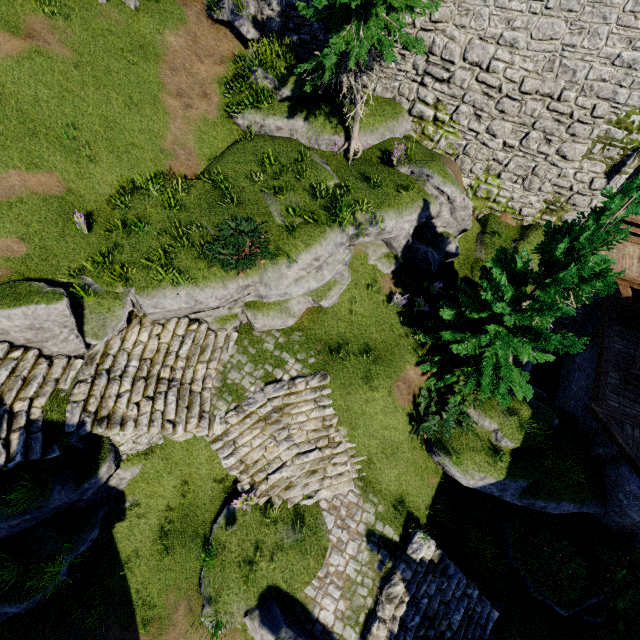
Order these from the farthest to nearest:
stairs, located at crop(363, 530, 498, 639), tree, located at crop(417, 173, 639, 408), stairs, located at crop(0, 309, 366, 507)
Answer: stairs, located at crop(363, 530, 498, 639) → stairs, located at crop(0, 309, 366, 507) → tree, located at crop(417, 173, 639, 408)

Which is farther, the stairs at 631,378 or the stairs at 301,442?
the stairs at 631,378

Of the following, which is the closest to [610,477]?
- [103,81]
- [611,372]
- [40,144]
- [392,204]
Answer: [611,372]

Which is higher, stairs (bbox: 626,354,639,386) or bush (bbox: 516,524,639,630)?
stairs (bbox: 626,354,639,386)

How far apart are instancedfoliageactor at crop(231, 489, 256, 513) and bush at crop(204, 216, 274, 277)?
6.85m

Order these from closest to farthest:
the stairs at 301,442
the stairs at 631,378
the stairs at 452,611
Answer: the stairs at 301,442
the stairs at 452,611
the stairs at 631,378

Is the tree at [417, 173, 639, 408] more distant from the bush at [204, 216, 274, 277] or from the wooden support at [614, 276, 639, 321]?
the bush at [204, 216, 274, 277]

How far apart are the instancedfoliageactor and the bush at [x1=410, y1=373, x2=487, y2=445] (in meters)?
5.58
